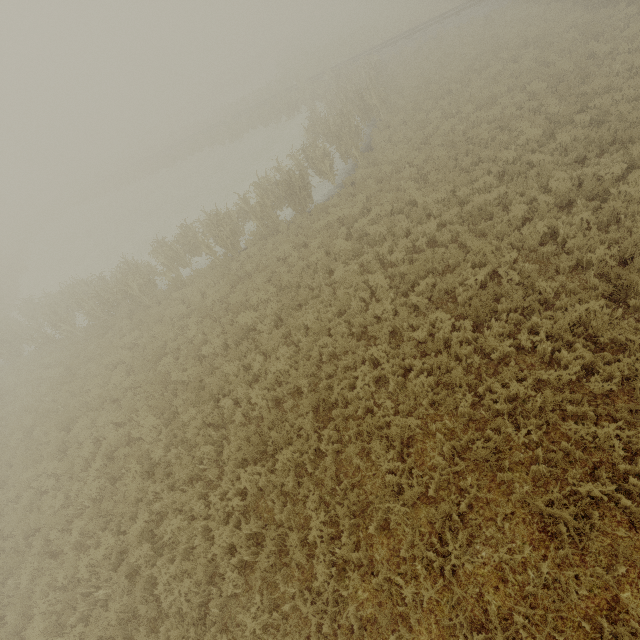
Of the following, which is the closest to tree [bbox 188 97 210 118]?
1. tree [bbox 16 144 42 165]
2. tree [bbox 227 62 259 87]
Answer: tree [bbox 227 62 259 87]

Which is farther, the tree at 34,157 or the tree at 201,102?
the tree at 201,102

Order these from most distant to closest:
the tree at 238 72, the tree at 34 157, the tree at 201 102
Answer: the tree at 201 102, the tree at 34 157, the tree at 238 72

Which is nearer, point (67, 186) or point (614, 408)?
point (614, 408)

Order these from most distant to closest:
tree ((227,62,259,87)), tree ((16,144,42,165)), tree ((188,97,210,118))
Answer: tree ((188,97,210,118)), tree ((16,144,42,165)), tree ((227,62,259,87))

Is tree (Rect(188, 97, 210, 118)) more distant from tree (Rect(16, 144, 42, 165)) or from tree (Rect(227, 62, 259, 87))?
tree (Rect(16, 144, 42, 165))

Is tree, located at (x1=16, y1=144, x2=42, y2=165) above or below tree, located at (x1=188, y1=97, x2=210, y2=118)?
above

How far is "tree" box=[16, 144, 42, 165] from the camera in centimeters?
5761cm
